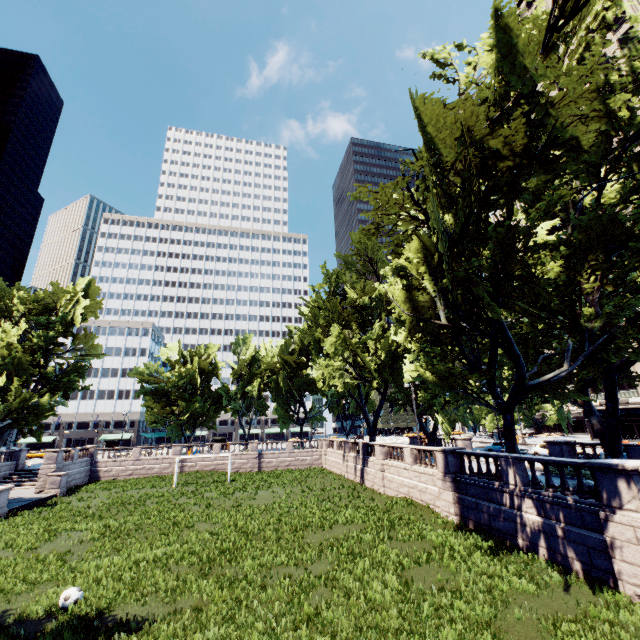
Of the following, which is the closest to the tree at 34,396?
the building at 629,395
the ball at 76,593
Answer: the building at 629,395

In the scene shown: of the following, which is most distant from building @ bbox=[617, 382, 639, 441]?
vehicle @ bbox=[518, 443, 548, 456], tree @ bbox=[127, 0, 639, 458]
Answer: vehicle @ bbox=[518, 443, 548, 456]

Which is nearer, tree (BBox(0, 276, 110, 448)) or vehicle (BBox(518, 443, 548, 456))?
vehicle (BBox(518, 443, 548, 456))

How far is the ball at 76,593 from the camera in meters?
10.8 m

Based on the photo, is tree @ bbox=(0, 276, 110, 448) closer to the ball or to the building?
the building

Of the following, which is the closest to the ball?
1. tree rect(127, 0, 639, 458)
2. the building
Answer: tree rect(127, 0, 639, 458)

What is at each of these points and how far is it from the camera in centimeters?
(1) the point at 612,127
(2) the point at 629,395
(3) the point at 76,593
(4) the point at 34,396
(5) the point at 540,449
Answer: (1) tree, 1190cm
(2) building, 4784cm
(3) ball, 1112cm
(4) tree, 3866cm
(5) vehicle, 3216cm
